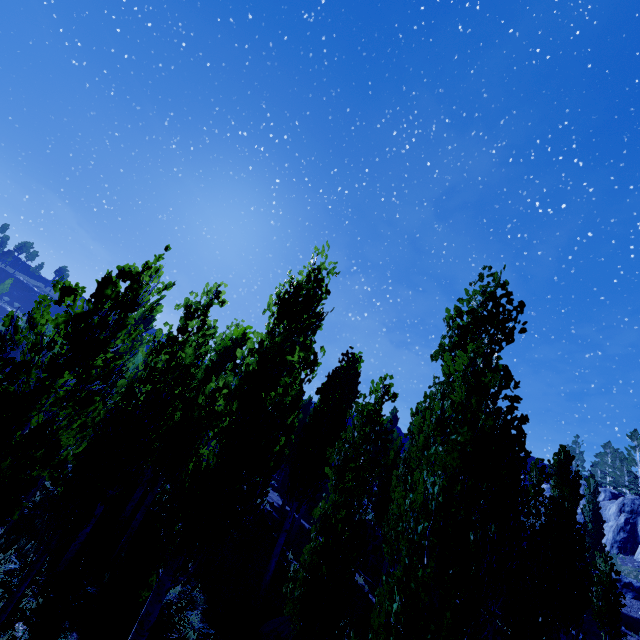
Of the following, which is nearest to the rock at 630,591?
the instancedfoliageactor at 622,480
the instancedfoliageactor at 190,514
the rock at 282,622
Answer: the instancedfoliageactor at 190,514

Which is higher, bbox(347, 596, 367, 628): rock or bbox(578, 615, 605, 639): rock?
bbox(578, 615, 605, 639): rock

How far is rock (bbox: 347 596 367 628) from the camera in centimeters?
1341cm

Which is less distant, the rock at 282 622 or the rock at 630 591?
the rock at 282 622

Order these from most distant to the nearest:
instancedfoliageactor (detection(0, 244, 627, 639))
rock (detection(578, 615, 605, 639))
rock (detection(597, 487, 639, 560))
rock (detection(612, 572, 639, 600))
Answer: rock (detection(597, 487, 639, 560))
rock (detection(612, 572, 639, 600))
rock (detection(578, 615, 605, 639))
instancedfoliageactor (detection(0, 244, 627, 639))

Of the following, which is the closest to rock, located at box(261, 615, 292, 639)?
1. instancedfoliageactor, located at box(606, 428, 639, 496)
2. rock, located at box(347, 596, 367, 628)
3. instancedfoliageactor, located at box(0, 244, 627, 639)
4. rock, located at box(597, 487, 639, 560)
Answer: instancedfoliageactor, located at box(0, 244, 627, 639)

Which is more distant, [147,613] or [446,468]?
[147,613]

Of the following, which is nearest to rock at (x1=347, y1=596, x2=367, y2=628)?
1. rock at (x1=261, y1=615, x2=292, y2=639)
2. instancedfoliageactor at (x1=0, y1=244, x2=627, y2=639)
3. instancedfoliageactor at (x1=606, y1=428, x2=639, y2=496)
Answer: instancedfoliageactor at (x1=0, y1=244, x2=627, y2=639)
